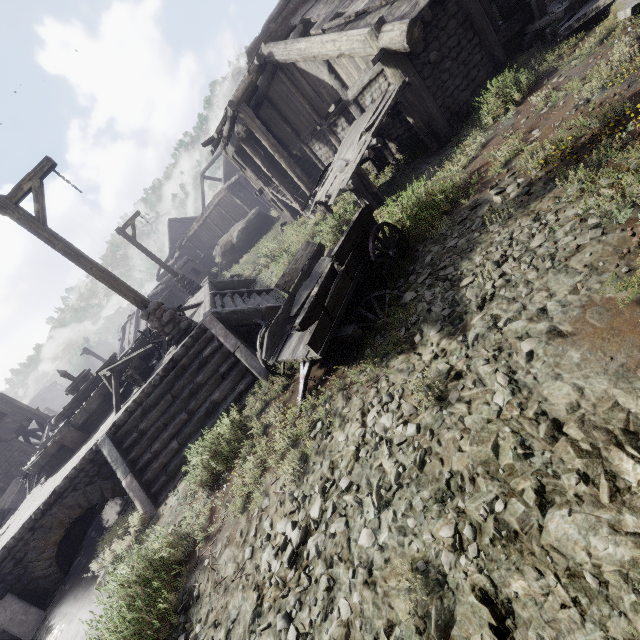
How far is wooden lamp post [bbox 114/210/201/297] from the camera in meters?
16.0

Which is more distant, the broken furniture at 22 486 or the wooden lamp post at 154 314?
the broken furniture at 22 486

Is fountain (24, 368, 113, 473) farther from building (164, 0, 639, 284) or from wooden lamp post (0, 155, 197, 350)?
building (164, 0, 639, 284)

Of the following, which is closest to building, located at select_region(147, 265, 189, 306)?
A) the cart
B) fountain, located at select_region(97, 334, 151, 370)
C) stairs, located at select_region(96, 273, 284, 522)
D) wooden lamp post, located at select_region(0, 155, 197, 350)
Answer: the cart

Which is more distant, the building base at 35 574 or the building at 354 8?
the building at 354 8

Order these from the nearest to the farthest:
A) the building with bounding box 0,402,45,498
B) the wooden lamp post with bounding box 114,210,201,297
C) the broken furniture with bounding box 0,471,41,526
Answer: the broken furniture with bounding box 0,471,41,526
the wooden lamp post with bounding box 114,210,201,297
the building with bounding box 0,402,45,498

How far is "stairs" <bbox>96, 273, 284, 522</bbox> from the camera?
6.9 meters

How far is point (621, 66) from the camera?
4.80m
